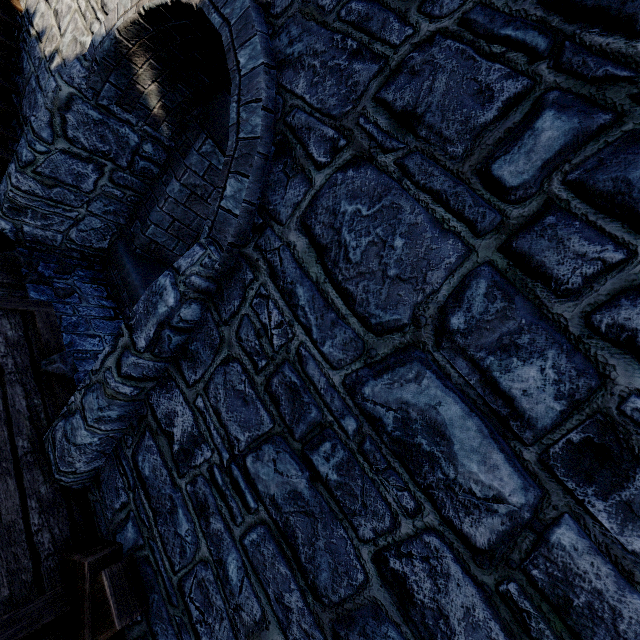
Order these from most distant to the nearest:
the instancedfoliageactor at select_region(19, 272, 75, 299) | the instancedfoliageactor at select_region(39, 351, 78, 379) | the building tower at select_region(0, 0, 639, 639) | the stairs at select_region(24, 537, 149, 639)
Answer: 1. the instancedfoliageactor at select_region(19, 272, 75, 299)
2. the instancedfoliageactor at select_region(39, 351, 78, 379)
3. the stairs at select_region(24, 537, 149, 639)
4. the building tower at select_region(0, 0, 639, 639)

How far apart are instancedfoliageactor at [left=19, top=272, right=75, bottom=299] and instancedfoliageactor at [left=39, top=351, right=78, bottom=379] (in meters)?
1.07

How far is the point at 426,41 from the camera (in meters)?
1.58

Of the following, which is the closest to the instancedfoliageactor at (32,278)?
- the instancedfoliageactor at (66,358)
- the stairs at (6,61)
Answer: the instancedfoliageactor at (66,358)

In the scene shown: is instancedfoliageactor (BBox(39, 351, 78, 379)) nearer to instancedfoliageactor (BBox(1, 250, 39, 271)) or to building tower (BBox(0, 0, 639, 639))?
building tower (BBox(0, 0, 639, 639))

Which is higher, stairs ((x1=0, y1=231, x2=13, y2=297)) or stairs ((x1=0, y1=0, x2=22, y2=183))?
stairs ((x1=0, y1=0, x2=22, y2=183))

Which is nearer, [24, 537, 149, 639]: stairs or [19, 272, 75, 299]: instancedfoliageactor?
[24, 537, 149, 639]: stairs

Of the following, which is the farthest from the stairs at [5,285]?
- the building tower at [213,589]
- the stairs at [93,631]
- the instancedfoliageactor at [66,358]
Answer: the stairs at [93,631]
